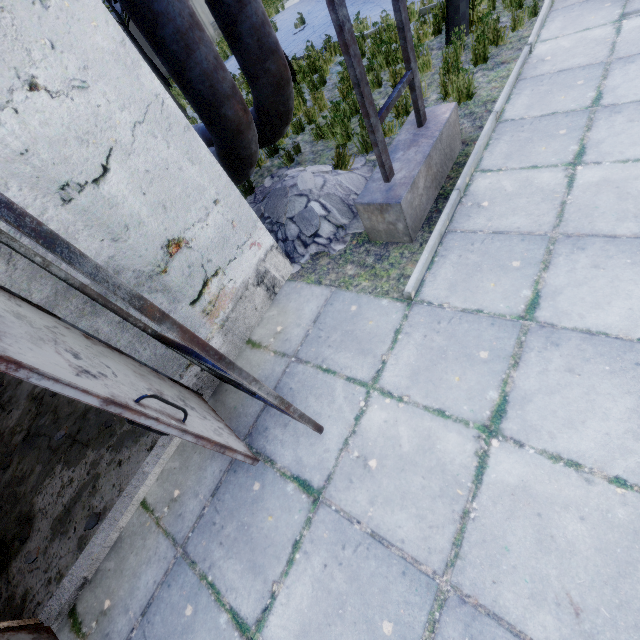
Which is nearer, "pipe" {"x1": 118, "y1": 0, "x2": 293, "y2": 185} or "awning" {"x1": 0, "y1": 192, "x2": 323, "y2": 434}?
"awning" {"x1": 0, "y1": 192, "x2": 323, "y2": 434}

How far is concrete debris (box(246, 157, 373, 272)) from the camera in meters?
4.3 m

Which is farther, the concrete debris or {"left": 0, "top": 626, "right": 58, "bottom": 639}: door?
the concrete debris

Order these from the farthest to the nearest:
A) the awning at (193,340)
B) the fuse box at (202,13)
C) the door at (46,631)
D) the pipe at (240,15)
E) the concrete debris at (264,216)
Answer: the fuse box at (202,13) → the concrete debris at (264,216) → the pipe at (240,15) → the door at (46,631) → the awning at (193,340)

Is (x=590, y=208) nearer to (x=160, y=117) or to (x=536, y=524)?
(x=536, y=524)

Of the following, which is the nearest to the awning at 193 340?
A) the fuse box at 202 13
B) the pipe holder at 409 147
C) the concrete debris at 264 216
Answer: the concrete debris at 264 216

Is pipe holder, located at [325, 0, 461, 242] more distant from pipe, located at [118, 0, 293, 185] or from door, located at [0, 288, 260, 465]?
door, located at [0, 288, 260, 465]

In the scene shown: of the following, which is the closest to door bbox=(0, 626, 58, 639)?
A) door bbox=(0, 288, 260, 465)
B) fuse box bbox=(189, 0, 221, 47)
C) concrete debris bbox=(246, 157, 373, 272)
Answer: door bbox=(0, 288, 260, 465)
